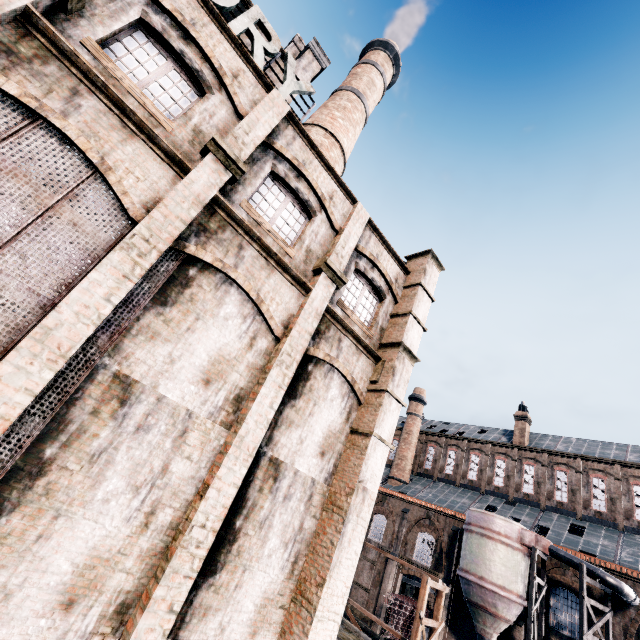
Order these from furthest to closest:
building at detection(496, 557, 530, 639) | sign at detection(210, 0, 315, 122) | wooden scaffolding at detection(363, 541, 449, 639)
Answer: building at detection(496, 557, 530, 639)
wooden scaffolding at detection(363, 541, 449, 639)
sign at detection(210, 0, 315, 122)

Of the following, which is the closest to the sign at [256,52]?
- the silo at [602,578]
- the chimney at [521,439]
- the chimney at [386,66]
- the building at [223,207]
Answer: the building at [223,207]

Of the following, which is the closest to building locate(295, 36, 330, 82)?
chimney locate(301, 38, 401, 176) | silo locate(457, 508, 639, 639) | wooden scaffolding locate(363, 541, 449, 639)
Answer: silo locate(457, 508, 639, 639)

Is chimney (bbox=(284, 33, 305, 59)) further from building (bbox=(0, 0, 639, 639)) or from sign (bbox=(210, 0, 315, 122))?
sign (bbox=(210, 0, 315, 122))

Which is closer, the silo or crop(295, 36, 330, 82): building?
crop(295, 36, 330, 82): building

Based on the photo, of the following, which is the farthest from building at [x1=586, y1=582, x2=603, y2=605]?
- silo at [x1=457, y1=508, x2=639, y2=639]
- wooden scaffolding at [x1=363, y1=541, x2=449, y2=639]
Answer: wooden scaffolding at [x1=363, y1=541, x2=449, y2=639]

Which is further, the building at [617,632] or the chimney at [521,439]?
the chimney at [521,439]

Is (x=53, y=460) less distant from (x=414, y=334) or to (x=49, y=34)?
(x=49, y=34)
